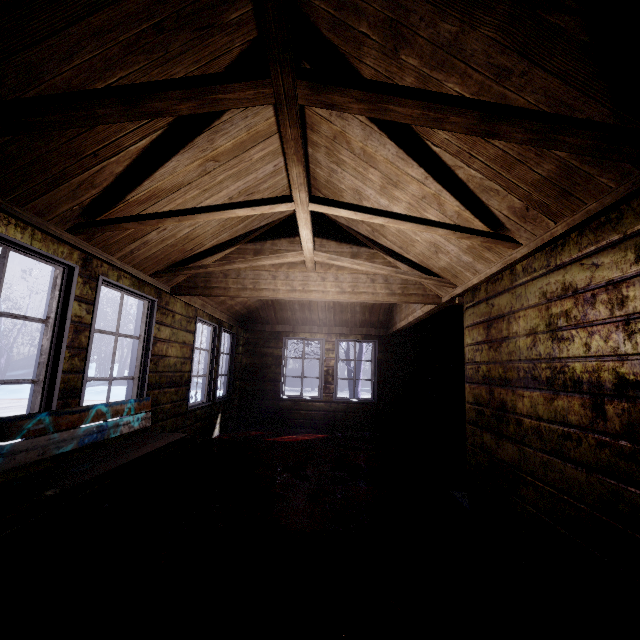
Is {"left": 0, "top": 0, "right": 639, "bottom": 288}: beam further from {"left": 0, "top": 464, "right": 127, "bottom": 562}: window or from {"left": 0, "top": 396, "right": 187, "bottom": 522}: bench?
{"left": 0, "top": 396, "right": 187, "bottom": 522}: bench

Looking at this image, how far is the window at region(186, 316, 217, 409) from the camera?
4.46m

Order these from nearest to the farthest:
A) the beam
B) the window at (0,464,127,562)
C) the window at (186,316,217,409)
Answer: the beam
the window at (0,464,127,562)
the window at (186,316,217,409)

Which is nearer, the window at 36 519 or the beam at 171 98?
the beam at 171 98

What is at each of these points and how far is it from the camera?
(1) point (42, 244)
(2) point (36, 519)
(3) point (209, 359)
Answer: (1) window, 2.1 meters
(2) window, 2.1 meters
(3) window, 5.3 meters

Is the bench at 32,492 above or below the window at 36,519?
above

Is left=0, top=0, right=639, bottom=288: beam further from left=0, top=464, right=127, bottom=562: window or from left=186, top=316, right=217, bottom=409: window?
left=186, top=316, right=217, bottom=409: window
